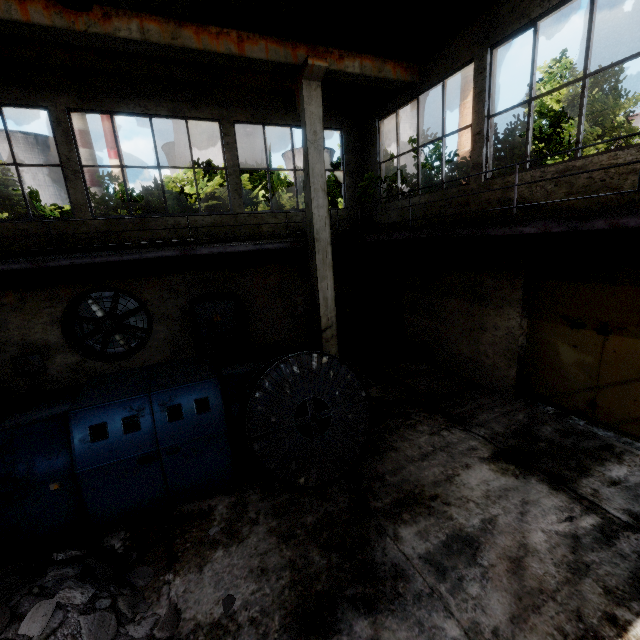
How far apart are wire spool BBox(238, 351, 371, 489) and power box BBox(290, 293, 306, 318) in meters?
5.5

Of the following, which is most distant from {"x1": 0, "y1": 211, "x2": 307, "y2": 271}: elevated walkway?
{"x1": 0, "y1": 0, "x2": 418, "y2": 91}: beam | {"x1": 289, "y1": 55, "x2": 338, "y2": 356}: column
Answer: {"x1": 0, "y1": 0, "x2": 418, "y2": 91}: beam

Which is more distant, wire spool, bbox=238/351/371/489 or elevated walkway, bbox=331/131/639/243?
wire spool, bbox=238/351/371/489

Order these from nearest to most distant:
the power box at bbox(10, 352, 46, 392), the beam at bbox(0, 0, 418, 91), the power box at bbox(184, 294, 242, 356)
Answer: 1. the beam at bbox(0, 0, 418, 91)
2. the power box at bbox(10, 352, 46, 392)
3. the power box at bbox(184, 294, 242, 356)

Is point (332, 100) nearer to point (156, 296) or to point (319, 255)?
point (319, 255)

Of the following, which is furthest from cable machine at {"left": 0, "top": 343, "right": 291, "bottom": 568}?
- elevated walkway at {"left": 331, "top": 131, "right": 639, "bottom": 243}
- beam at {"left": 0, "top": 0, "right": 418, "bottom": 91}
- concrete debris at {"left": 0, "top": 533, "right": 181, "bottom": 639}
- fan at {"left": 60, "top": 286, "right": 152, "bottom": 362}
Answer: beam at {"left": 0, "top": 0, "right": 418, "bottom": 91}

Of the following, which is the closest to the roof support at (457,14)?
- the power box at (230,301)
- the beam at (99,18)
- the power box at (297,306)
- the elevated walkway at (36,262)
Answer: the beam at (99,18)

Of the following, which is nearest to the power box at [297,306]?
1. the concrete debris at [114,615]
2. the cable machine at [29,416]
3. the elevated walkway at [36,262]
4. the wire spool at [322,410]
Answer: the elevated walkway at [36,262]
